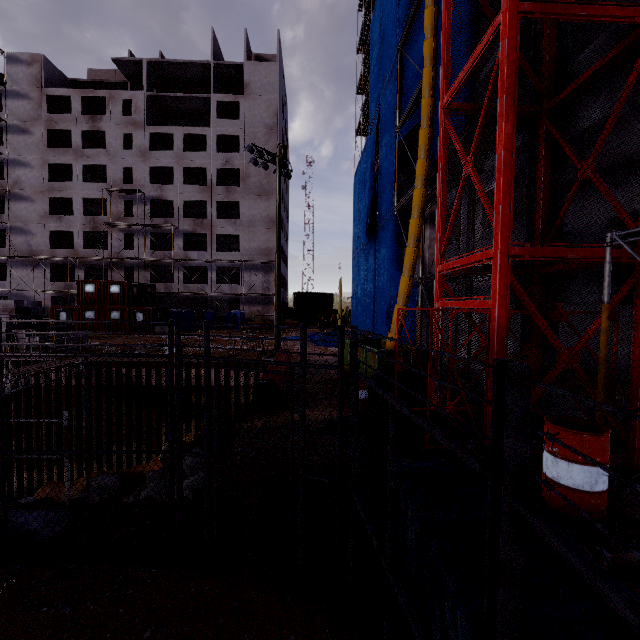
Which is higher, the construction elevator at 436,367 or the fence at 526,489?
the fence at 526,489

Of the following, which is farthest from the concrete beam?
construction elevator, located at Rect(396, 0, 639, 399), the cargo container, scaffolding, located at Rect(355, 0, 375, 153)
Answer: scaffolding, located at Rect(355, 0, 375, 153)

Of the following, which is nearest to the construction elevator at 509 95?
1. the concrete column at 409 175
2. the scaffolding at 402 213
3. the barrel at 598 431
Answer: the scaffolding at 402 213

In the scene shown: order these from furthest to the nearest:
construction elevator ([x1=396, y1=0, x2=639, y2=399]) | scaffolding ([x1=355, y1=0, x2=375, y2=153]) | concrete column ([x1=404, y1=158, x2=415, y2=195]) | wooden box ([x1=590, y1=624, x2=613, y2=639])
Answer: scaffolding ([x1=355, y1=0, x2=375, y2=153]), concrete column ([x1=404, y1=158, x2=415, y2=195]), construction elevator ([x1=396, y1=0, x2=639, y2=399]), wooden box ([x1=590, y1=624, x2=613, y2=639])

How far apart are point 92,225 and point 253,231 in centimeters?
1950cm

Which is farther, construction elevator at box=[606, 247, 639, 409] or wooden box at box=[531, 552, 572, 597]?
construction elevator at box=[606, 247, 639, 409]

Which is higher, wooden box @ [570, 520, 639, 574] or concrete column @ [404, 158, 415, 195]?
concrete column @ [404, 158, 415, 195]

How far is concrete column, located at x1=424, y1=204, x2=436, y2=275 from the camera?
16.4 meters
